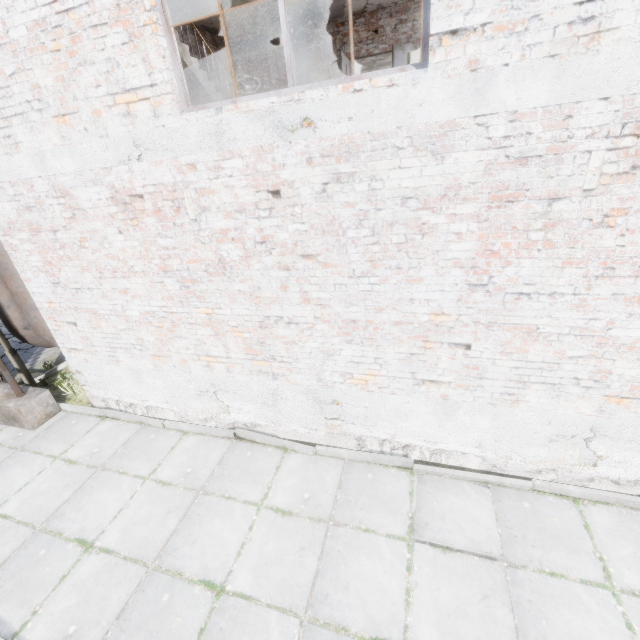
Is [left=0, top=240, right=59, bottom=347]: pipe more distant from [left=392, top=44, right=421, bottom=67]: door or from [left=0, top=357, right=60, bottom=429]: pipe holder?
[left=392, top=44, right=421, bottom=67]: door

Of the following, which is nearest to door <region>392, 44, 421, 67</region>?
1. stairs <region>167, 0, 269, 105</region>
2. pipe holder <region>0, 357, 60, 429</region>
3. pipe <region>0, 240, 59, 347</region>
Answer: stairs <region>167, 0, 269, 105</region>

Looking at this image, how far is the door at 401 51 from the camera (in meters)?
9.16

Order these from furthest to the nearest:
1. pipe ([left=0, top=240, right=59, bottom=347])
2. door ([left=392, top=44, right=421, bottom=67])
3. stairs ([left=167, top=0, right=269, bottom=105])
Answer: door ([left=392, top=44, right=421, bottom=67])
pipe ([left=0, top=240, right=59, bottom=347])
stairs ([left=167, top=0, right=269, bottom=105])

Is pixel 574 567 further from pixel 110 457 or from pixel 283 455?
pixel 110 457

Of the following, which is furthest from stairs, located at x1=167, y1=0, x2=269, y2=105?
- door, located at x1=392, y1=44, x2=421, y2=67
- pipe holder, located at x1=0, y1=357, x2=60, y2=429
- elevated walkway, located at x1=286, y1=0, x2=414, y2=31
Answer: door, located at x1=392, y1=44, x2=421, y2=67

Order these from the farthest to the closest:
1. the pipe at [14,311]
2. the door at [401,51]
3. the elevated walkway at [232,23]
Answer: the door at [401,51], the elevated walkway at [232,23], the pipe at [14,311]

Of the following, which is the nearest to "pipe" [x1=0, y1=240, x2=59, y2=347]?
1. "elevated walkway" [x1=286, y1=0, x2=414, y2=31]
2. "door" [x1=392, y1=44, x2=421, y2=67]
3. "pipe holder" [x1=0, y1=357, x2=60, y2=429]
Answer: "pipe holder" [x1=0, y1=357, x2=60, y2=429]
